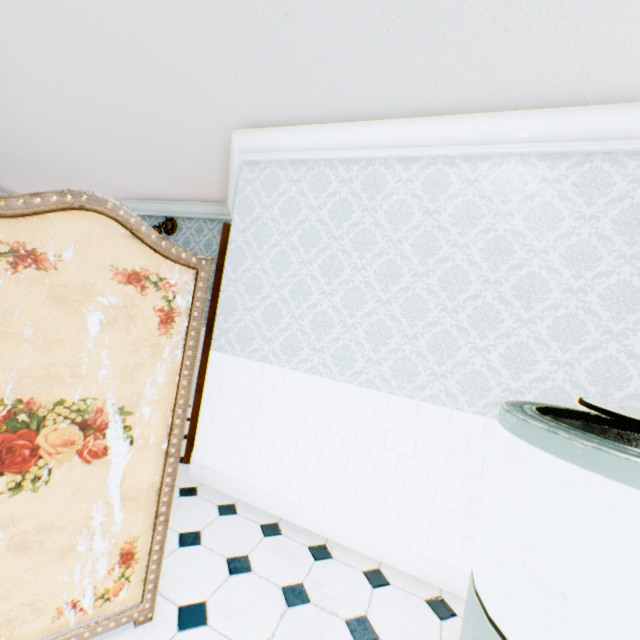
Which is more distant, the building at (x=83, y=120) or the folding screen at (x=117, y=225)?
the building at (x=83, y=120)

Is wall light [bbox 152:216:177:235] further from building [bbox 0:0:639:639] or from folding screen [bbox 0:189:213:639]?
folding screen [bbox 0:189:213:639]

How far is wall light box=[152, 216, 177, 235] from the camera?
5.3m

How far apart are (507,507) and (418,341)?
1.33m

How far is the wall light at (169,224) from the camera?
5.3 meters

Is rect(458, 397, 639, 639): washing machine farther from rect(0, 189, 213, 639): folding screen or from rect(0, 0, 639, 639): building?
rect(0, 189, 213, 639): folding screen

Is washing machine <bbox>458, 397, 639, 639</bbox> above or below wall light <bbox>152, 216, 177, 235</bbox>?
below

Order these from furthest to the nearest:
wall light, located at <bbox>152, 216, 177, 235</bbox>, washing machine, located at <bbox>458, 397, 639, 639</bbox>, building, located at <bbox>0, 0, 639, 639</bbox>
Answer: wall light, located at <bbox>152, 216, 177, 235</bbox> → building, located at <bbox>0, 0, 639, 639</bbox> → washing machine, located at <bbox>458, 397, 639, 639</bbox>
